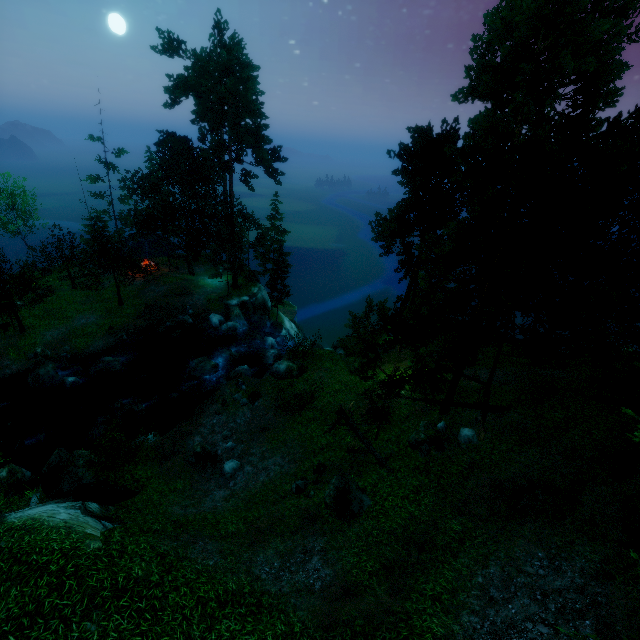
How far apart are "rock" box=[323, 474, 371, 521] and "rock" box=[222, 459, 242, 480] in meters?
5.9

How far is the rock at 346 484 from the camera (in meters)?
12.46

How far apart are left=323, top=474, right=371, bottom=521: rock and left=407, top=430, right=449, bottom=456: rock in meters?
3.3 m

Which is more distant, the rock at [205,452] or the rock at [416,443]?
the rock at [205,452]

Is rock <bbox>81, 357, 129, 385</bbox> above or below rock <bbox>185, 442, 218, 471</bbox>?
below

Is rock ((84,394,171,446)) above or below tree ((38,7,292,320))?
below

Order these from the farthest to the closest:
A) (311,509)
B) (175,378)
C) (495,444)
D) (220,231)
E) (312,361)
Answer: (220,231)
(175,378)
(312,361)
(495,444)
(311,509)

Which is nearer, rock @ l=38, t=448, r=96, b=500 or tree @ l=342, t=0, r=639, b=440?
tree @ l=342, t=0, r=639, b=440
